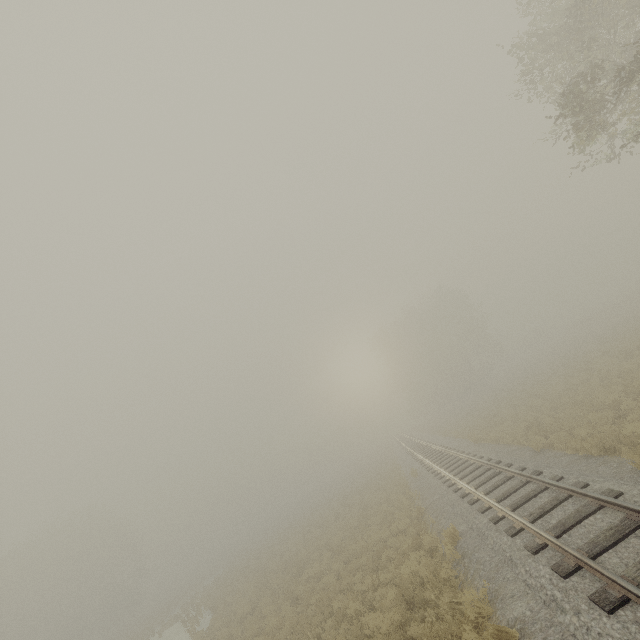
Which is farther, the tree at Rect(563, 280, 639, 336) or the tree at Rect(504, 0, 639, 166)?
the tree at Rect(563, 280, 639, 336)

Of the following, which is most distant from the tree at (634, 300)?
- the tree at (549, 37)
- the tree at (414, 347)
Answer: the tree at (549, 37)

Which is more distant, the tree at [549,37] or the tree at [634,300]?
the tree at [634,300]

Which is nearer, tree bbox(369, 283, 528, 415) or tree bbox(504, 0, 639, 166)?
tree bbox(504, 0, 639, 166)

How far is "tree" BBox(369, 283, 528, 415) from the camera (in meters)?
47.12

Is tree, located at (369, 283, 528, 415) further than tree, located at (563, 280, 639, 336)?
Yes

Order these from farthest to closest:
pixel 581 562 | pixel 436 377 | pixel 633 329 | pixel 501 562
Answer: pixel 436 377, pixel 633 329, pixel 501 562, pixel 581 562

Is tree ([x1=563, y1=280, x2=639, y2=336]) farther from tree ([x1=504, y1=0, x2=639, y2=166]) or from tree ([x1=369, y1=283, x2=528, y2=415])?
tree ([x1=504, y1=0, x2=639, y2=166])
